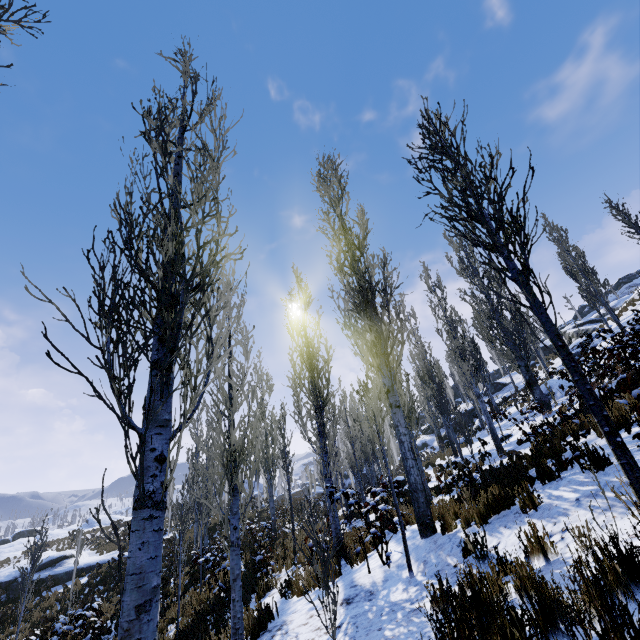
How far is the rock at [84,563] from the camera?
21.50m

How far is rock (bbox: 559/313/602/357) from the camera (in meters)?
23.89

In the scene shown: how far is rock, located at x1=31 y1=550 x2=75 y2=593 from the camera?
20.5 meters

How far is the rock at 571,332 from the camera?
23.9m

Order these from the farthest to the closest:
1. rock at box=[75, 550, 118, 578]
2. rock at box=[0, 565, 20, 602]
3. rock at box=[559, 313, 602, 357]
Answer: rock at box=[559, 313, 602, 357]
rock at box=[75, 550, 118, 578]
rock at box=[0, 565, 20, 602]

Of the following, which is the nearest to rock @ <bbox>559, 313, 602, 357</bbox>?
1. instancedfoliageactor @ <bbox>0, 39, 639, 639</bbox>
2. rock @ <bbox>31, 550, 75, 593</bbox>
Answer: instancedfoliageactor @ <bbox>0, 39, 639, 639</bbox>

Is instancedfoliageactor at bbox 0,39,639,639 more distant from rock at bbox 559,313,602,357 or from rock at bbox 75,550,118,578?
rock at bbox 559,313,602,357

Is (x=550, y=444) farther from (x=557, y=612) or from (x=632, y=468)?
(x=557, y=612)
